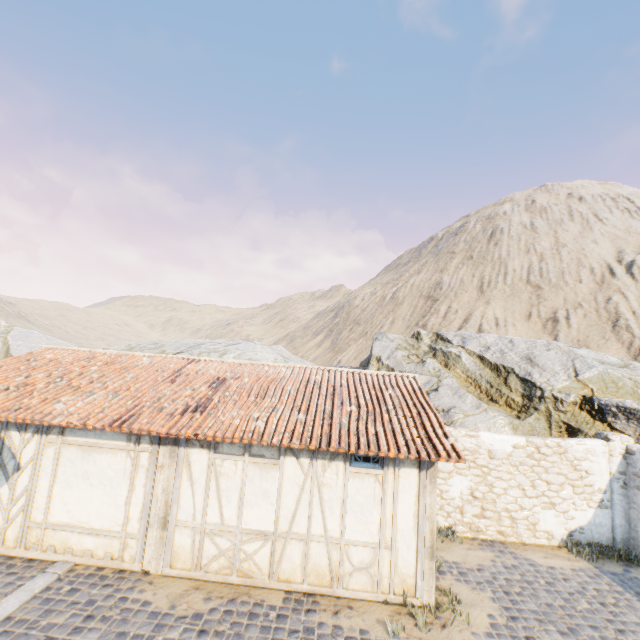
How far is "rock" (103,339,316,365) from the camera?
21.2m

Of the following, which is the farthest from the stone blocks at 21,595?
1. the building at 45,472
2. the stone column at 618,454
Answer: the stone column at 618,454

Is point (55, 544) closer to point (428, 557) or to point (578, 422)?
point (428, 557)

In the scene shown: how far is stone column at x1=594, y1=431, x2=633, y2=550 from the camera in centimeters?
912cm

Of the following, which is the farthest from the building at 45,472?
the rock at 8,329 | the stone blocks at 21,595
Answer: the rock at 8,329

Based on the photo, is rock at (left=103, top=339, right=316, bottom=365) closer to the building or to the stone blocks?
the stone blocks

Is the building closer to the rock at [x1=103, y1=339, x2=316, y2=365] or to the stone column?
the rock at [x1=103, y1=339, x2=316, y2=365]

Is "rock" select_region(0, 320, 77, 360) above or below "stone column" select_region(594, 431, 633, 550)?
above
